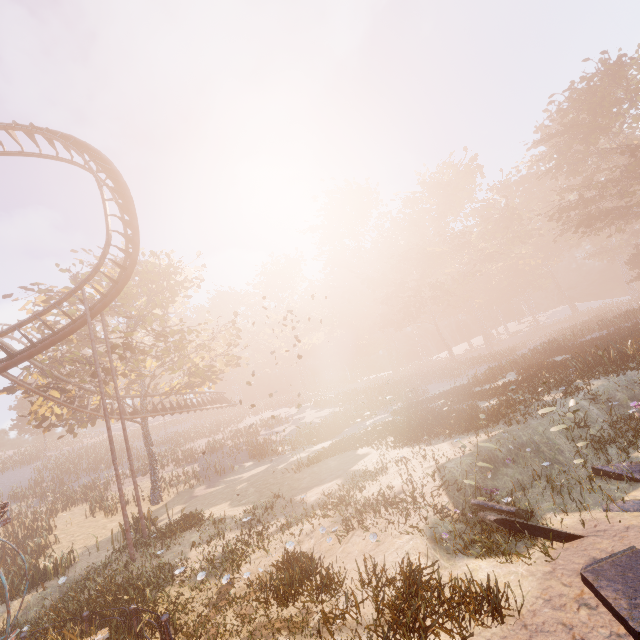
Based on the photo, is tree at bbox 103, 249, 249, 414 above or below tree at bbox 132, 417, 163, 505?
above

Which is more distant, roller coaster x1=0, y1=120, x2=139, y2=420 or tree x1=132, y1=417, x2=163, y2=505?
tree x1=132, y1=417, x2=163, y2=505

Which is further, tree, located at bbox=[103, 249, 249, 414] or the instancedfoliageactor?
tree, located at bbox=[103, 249, 249, 414]

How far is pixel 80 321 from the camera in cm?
1530

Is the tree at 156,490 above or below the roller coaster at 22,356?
below

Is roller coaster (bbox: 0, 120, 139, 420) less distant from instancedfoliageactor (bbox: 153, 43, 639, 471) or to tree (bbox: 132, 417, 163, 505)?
tree (bbox: 132, 417, 163, 505)

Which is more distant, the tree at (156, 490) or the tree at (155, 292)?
the tree at (156, 490)
